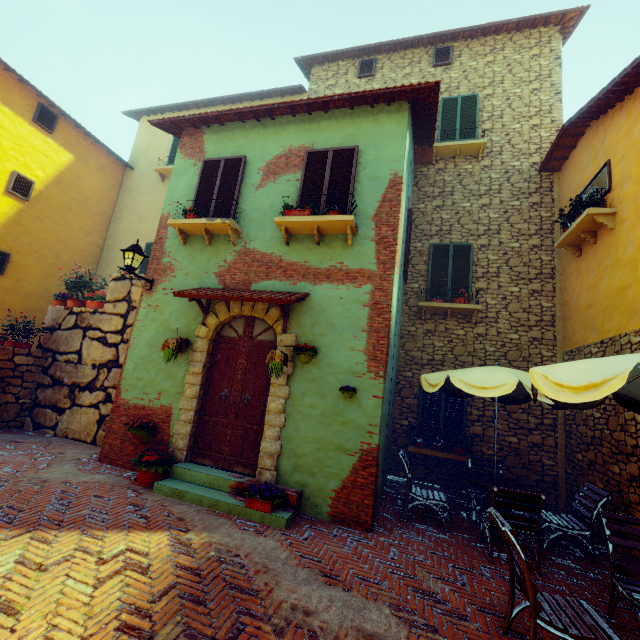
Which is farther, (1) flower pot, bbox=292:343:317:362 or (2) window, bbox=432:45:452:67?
(2) window, bbox=432:45:452:67

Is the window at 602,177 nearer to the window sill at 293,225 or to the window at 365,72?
the window sill at 293,225

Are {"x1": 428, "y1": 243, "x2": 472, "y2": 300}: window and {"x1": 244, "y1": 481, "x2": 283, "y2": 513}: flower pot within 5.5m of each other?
no

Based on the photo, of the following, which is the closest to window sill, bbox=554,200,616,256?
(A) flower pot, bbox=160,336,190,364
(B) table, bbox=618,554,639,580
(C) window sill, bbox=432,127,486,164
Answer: (C) window sill, bbox=432,127,486,164

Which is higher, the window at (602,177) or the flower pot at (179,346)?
the window at (602,177)

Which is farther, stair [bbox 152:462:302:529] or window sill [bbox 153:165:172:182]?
window sill [bbox 153:165:172:182]

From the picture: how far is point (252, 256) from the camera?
6.5 meters

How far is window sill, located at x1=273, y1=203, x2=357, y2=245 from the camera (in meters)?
5.69
